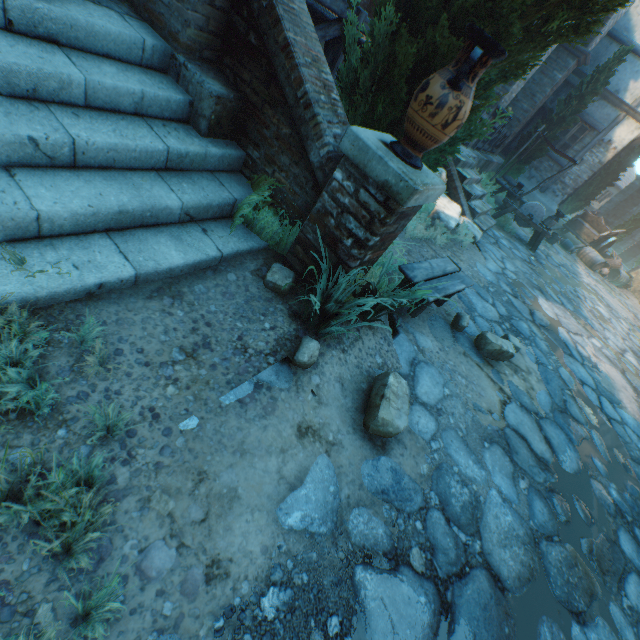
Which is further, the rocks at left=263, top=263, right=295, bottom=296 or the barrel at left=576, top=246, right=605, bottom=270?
the barrel at left=576, top=246, right=605, bottom=270

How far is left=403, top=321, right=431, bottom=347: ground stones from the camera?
3.66m

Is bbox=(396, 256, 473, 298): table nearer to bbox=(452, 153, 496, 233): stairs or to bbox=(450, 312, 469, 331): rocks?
bbox=(450, 312, 469, 331): rocks

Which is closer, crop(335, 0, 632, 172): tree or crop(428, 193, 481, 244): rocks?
crop(335, 0, 632, 172): tree

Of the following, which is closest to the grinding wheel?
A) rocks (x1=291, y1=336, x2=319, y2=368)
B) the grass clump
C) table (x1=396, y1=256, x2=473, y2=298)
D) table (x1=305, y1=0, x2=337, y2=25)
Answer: table (x1=305, y1=0, x2=337, y2=25)

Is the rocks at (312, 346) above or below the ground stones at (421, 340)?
above

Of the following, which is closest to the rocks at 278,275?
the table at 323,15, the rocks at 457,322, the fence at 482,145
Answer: the rocks at 457,322

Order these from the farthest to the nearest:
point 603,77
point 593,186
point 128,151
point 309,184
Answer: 1. point 593,186
2. point 603,77
3. point 309,184
4. point 128,151
